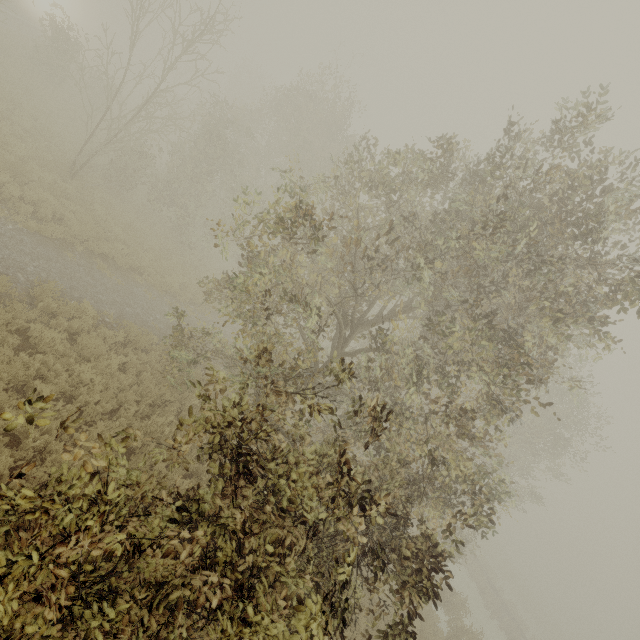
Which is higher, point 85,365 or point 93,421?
point 85,365

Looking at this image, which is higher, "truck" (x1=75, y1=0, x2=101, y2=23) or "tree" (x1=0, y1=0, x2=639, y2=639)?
"tree" (x1=0, y1=0, x2=639, y2=639)

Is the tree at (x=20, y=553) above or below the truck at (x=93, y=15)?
above

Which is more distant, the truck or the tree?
the truck

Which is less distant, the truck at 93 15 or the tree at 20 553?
the tree at 20 553
